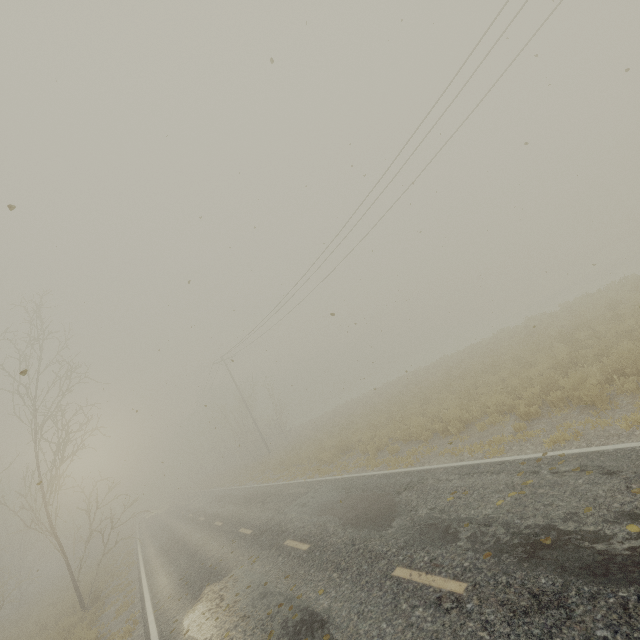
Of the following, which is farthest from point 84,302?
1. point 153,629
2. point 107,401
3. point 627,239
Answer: point 627,239
